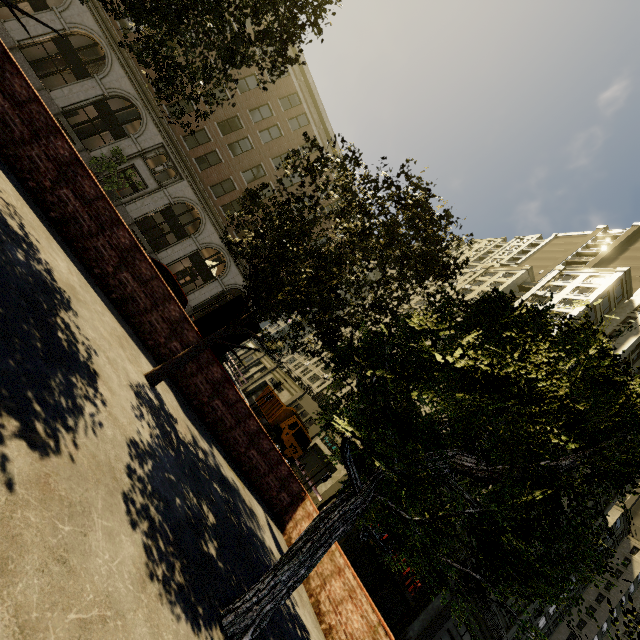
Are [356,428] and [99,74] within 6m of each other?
no

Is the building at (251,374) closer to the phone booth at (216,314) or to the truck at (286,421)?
the truck at (286,421)

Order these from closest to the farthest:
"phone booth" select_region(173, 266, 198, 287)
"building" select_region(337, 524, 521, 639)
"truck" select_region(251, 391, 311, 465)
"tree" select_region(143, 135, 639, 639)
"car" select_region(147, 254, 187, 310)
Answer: "tree" select_region(143, 135, 639, 639) → "car" select_region(147, 254, 187, 310) → "building" select_region(337, 524, 521, 639) → "truck" select_region(251, 391, 311, 465) → "phone booth" select_region(173, 266, 198, 287)

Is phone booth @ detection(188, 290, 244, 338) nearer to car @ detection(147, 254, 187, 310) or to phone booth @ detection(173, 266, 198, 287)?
car @ detection(147, 254, 187, 310)

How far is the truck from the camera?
24.1m

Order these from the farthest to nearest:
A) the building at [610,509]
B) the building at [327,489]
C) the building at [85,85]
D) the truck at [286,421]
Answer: the building at [610,509]
the building at [327,489]
the truck at [286,421]
the building at [85,85]

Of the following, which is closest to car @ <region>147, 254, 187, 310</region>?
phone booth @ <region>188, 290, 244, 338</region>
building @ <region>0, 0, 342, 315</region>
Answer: phone booth @ <region>188, 290, 244, 338</region>

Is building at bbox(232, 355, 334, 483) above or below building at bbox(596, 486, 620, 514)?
below
